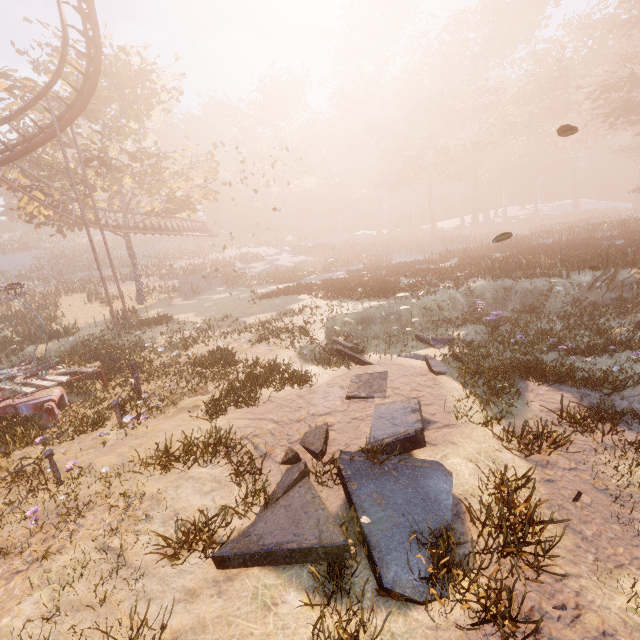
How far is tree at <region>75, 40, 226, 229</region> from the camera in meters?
23.0 m

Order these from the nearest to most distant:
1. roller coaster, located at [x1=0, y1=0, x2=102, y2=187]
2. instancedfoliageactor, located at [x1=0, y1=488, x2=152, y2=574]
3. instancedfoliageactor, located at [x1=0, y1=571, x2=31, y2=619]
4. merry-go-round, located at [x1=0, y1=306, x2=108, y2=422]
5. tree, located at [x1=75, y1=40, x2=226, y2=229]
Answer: instancedfoliageactor, located at [x1=0, y1=571, x2=31, y2=619] → instancedfoliageactor, located at [x1=0, y1=488, x2=152, y2=574] → merry-go-round, located at [x1=0, y1=306, x2=108, y2=422] → roller coaster, located at [x1=0, y1=0, x2=102, y2=187] → tree, located at [x1=75, y1=40, x2=226, y2=229]

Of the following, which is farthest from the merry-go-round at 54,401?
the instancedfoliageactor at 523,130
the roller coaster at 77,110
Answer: the instancedfoliageactor at 523,130

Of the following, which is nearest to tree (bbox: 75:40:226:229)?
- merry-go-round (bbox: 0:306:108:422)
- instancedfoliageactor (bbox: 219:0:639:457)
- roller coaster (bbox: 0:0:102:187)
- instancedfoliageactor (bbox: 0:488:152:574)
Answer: roller coaster (bbox: 0:0:102:187)

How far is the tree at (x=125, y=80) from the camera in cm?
2297

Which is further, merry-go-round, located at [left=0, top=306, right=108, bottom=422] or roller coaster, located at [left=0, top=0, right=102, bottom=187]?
roller coaster, located at [left=0, top=0, right=102, bottom=187]

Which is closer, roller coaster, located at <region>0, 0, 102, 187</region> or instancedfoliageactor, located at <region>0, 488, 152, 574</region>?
instancedfoliageactor, located at <region>0, 488, 152, 574</region>

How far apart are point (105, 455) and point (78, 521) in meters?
2.1 m
